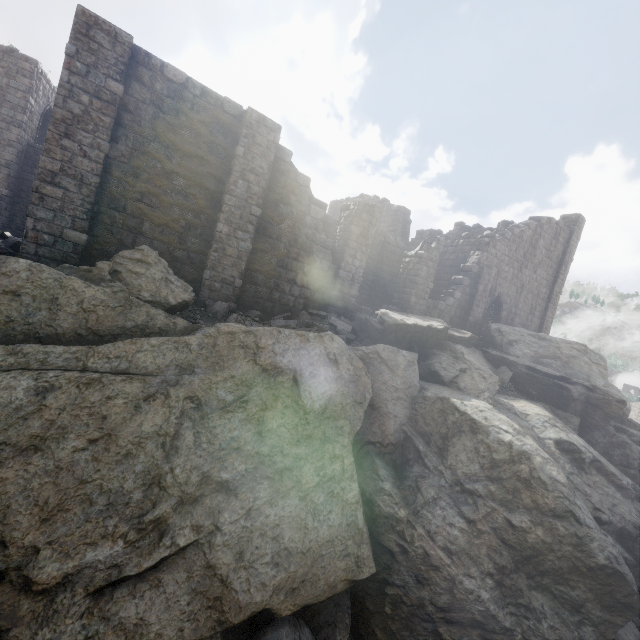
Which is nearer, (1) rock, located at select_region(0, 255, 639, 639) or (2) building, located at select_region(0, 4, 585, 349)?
(1) rock, located at select_region(0, 255, 639, 639)

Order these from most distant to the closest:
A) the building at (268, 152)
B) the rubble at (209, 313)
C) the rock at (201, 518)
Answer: the rubble at (209, 313)
the building at (268, 152)
the rock at (201, 518)

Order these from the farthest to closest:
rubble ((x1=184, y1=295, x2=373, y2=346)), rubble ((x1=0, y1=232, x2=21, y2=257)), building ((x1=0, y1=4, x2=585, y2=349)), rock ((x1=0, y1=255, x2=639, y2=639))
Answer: rubble ((x1=184, y1=295, x2=373, y2=346)) < rubble ((x1=0, y1=232, x2=21, y2=257)) < building ((x1=0, y1=4, x2=585, y2=349)) < rock ((x1=0, y1=255, x2=639, y2=639))

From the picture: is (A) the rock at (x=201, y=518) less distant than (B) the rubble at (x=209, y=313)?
Yes

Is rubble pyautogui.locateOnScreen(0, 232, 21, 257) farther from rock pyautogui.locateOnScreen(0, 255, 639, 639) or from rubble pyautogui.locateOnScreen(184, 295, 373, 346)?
rubble pyautogui.locateOnScreen(184, 295, 373, 346)

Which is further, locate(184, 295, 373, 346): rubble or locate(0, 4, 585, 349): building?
locate(184, 295, 373, 346): rubble

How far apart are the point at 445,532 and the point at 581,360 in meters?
15.8 m

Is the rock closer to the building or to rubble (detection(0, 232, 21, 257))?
rubble (detection(0, 232, 21, 257))
